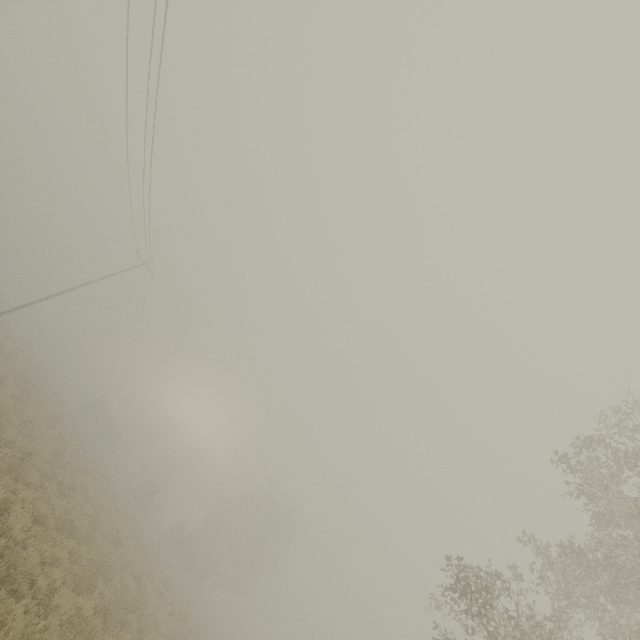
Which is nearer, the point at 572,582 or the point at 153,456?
the point at 572,582
